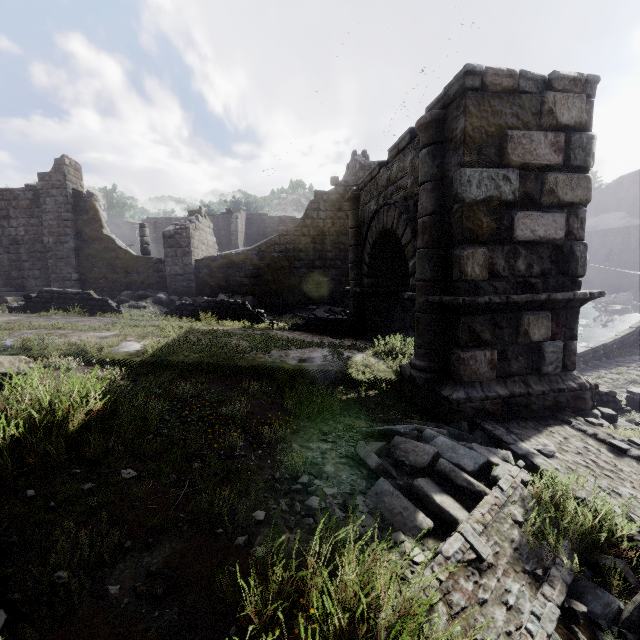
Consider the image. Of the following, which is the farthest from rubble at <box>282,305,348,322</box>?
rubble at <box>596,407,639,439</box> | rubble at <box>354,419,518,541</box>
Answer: rubble at <box>354,419,518,541</box>

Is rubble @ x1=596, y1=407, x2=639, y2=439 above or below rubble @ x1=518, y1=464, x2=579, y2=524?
below

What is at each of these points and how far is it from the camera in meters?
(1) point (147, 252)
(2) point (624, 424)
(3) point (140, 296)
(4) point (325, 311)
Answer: (1) building, 18.8
(2) rubble, 6.7
(3) rubble, 15.0
(4) rubble, 15.1

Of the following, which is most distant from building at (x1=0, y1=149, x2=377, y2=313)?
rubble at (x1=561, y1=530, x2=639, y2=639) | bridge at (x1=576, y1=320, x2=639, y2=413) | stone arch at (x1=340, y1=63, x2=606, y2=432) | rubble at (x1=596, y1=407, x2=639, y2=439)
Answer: rubble at (x1=596, y1=407, x2=639, y2=439)

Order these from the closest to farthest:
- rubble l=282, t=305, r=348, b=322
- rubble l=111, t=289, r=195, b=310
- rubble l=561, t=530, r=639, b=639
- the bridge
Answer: rubble l=561, t=530, r=639, b=639
the bridge
rubble l=111, t=289, r=195, b=310
rubble l=282, t=305, r=348, b=322

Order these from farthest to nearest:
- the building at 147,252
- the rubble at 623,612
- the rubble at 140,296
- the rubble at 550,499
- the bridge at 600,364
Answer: the building at 147,252 → the rubble at 140,296 → the bridge at 600,364 → the rubble at 550,499 → the rubble at 623,612

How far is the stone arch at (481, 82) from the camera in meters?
5.4 m

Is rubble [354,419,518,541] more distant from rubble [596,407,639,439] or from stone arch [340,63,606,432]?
rubble [596,407,639,439]
